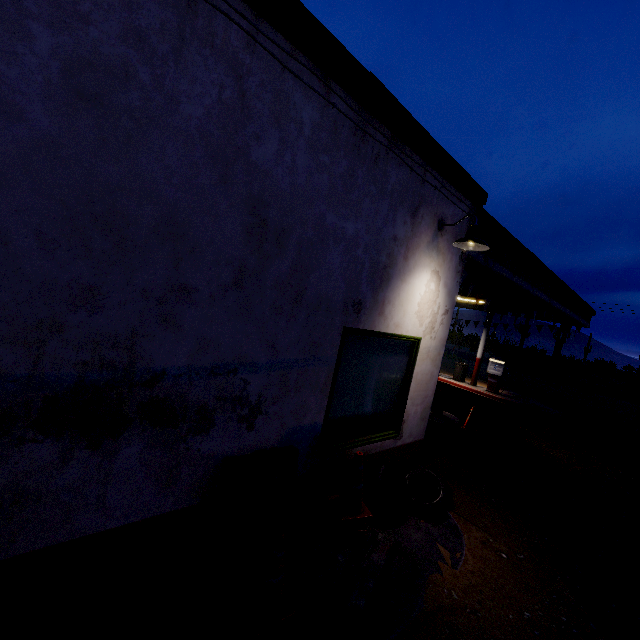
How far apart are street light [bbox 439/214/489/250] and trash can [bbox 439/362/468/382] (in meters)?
12.56

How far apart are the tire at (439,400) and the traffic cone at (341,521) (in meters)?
5.68

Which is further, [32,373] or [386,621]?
[386,621]

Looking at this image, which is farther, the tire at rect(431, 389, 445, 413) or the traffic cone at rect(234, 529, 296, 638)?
the tire at rect(431, 389, 445, 413)

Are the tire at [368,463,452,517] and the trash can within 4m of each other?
no

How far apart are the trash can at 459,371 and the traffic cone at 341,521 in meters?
13.2 m

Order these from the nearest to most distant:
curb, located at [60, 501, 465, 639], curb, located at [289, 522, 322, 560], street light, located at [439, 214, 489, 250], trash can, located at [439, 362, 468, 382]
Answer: curb, located at [60, 501, 465, 639]
curb, located at [289, 522, 322, 560]
street light, located at [439, 214, 489, 250]
trash can, located at [439, 362, 468, 382]

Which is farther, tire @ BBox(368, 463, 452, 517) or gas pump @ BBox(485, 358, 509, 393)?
gas pump @ BBox(485, 358, 509, 393)
